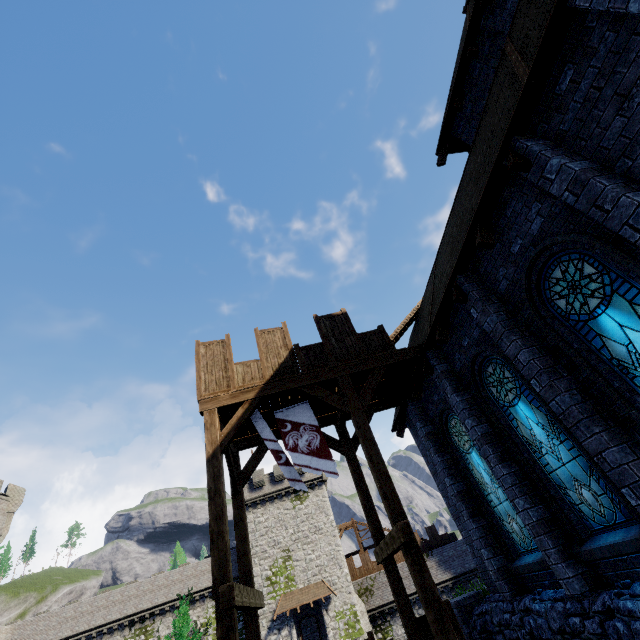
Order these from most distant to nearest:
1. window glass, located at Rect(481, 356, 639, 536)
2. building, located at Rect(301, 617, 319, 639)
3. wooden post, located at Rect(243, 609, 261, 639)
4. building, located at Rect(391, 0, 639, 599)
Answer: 1. building, located at Rect(301, 617, 319, 639)
2. wooden post, located at Rect(243, 609, 261, 639)
3. window glass, located at Rect(481, 356, 639, 536)
4. building, located at Rect(391, 0, 639, 599)

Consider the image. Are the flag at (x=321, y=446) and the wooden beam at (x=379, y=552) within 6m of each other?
yes

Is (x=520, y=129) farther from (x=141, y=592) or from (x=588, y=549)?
(x=141, y=592)

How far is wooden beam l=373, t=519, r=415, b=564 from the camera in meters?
6.3

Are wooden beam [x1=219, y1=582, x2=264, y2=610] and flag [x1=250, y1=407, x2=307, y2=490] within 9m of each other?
yes

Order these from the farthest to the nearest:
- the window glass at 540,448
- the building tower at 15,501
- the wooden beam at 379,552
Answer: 1. the building tower at 15,501
2. the wooden beam at 379,552
3. the window glass at 540,448

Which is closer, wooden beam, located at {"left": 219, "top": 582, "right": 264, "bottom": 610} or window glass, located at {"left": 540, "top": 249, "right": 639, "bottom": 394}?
window glass, located at {"left": 540, "top": 249, "right": 639, "bottom": 394}

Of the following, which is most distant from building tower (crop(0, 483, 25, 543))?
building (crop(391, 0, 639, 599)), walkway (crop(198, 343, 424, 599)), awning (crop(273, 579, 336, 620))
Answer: building (crop(391, 0, 639, 599))
